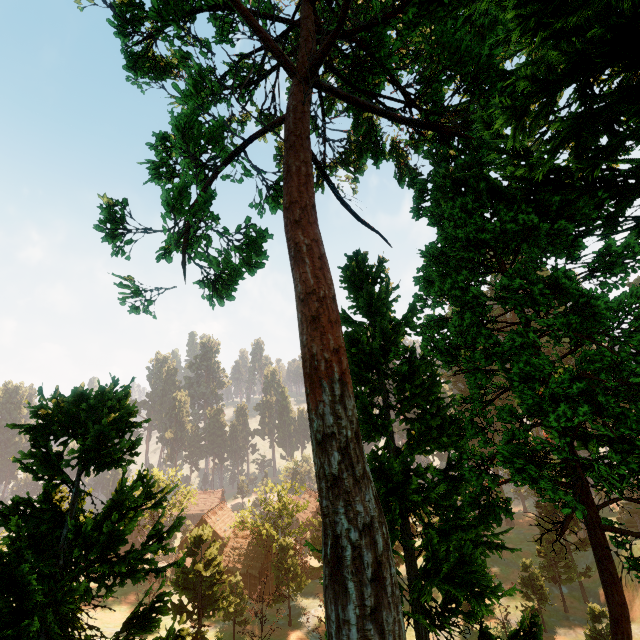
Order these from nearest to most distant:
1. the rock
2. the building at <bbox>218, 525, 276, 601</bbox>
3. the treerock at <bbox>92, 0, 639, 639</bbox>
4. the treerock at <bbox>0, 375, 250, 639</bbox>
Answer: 1. the treerock at <bbox>92, 0, 639, 639</bbox>
2. the treerock at <bbox>0, 375, 250, 639</bbox>
3. the building at <bbox>218, 525, 276, 601</bbox>
4. the rock

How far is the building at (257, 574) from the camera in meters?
44.2 m

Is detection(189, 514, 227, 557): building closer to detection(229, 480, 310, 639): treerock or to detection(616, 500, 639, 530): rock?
detection(229, 480, 310, 639): treerock

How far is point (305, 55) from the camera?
14.36m

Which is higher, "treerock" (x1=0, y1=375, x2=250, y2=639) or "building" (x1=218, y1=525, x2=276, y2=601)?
"treerock" (x1=0, y1=375, x2=250, y2=639)

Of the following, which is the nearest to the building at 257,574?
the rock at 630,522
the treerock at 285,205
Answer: the treerock at 285,205

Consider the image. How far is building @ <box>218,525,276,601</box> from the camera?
44.19m
